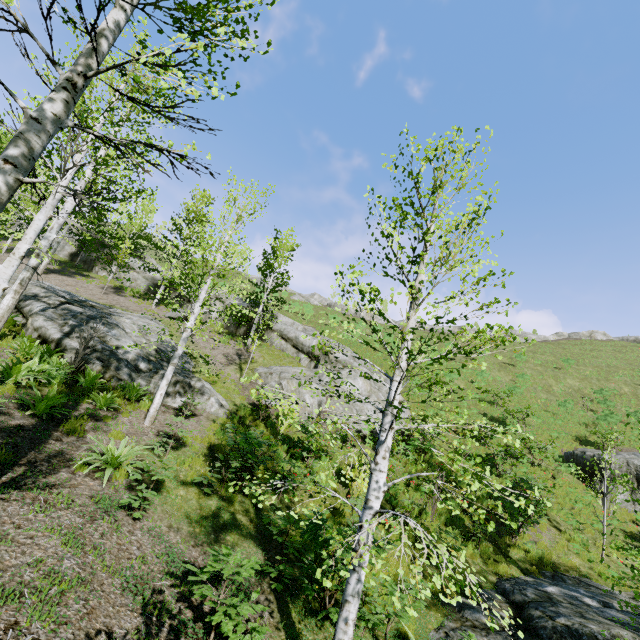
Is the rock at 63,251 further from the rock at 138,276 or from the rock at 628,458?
the rock at 628,458

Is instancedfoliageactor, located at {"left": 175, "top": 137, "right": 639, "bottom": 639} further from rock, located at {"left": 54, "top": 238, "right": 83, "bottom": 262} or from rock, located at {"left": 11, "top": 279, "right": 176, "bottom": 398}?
rock, located at {"left": 54, "top": 238, "right": 83, "bottom": 262}

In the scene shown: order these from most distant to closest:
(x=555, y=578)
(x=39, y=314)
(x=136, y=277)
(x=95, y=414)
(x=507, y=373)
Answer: (x=507, y=373) < (x=136, y=277) < (x=39, y=314) < (x=555, y=578) < (x=95, y=414)

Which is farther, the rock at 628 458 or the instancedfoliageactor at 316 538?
the rock at 628 458

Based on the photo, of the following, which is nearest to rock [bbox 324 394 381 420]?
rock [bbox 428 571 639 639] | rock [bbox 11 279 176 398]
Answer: rock [bbox 11 279 176 398]

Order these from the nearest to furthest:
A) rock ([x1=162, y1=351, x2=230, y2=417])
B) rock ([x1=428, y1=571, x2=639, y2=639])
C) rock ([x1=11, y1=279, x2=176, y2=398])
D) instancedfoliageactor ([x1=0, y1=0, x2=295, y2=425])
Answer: instancedfoliageactor ([x1=0, y1=0, x2=295, y2=425]), rock ([x1=428, y1=571, x2=639, y2=639]), rock ([x1=11, y1=279, x2=176, y2=398]), rock ([x1=162, y1=351, x2=230, y2=417])

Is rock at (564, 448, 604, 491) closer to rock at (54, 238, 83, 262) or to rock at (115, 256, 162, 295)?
rock at (115, 256, 162, 295)

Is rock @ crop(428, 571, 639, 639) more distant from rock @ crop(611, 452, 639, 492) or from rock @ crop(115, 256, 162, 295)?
rock @ crop(115, 256, 162, 295)
